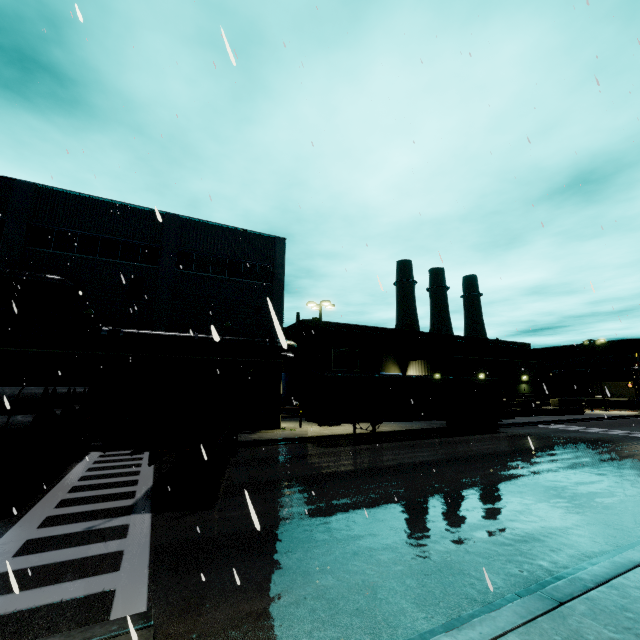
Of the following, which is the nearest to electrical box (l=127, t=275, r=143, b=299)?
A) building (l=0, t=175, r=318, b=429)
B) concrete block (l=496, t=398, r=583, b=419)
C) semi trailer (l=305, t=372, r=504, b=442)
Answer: building (l=0, t=175, r=318, b=429)

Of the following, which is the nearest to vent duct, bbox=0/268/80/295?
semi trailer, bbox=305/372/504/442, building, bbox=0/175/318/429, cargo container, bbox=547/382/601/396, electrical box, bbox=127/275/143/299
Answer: building, bbox=0/175/318/429

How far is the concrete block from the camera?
32.4m

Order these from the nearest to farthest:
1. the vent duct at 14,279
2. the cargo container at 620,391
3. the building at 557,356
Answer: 1. the vent duct at 14,279
2. the cargo container at 620,391
3. the building at 557,356

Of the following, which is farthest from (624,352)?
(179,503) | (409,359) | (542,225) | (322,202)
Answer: (179,503)

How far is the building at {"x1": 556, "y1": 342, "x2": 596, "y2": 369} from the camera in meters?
55.3

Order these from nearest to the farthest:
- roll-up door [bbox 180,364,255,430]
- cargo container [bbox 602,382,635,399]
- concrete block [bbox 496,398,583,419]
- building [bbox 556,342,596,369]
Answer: roll-up door [bbox 180,364,255,430], concrete block [bbox 496,398,583,419], cargo container [bbox 602,382,635,399], building [bbox 556,342,596,369]

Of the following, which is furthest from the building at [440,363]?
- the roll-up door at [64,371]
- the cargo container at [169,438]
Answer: the cargo container at [169,438]
